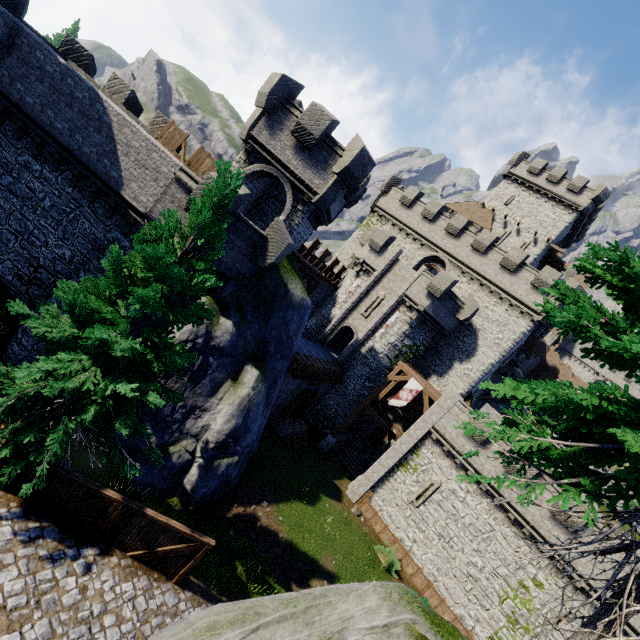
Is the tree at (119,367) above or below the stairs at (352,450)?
above

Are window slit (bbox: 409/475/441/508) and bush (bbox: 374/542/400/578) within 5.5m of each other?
yes

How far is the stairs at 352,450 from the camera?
27.68m

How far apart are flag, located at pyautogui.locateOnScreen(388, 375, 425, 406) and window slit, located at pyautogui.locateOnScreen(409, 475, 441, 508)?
4.8 meters

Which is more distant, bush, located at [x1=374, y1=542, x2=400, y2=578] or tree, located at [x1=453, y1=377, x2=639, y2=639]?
bush, located at [x1=374, y1=542, x2=400, y2=578]

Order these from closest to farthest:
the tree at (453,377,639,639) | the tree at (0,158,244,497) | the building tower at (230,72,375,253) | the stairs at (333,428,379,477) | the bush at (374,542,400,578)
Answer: the tree at (453,377,639,639) → the tree at (0,158,244,497) → the building tower at (230,72,375,253) → the bush at (374,542,400,578) → the stairs at (333,428,379,477)

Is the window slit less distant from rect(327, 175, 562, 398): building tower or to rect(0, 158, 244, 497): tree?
rect(327, 175, 562, 398): building tower

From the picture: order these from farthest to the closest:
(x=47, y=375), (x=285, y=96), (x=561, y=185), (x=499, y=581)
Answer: (x=561, y=185)
(x=499, y=581)
(x=285, y=96)
(x=47, y=375)
